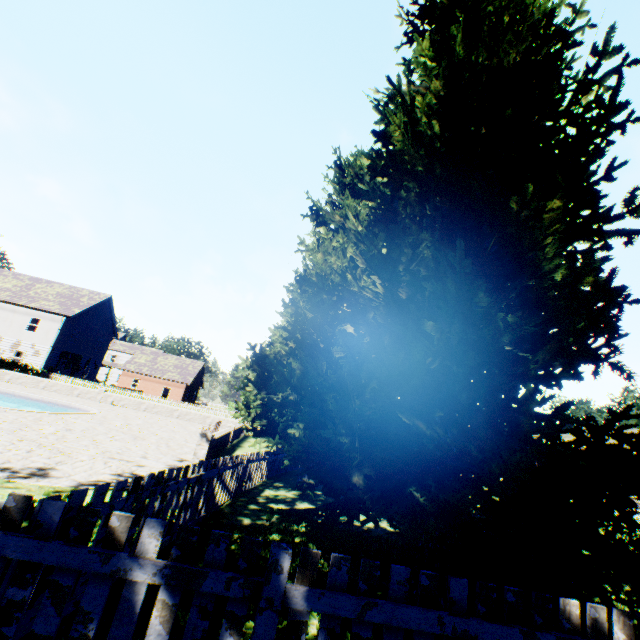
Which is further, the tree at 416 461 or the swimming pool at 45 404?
the swimming pool at 45 404

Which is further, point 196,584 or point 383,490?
point 383,490

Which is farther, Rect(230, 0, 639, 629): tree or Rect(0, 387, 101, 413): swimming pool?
Rect(0, 387, 101, 413): swimming pool

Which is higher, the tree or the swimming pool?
the tree

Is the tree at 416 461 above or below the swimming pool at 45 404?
above
